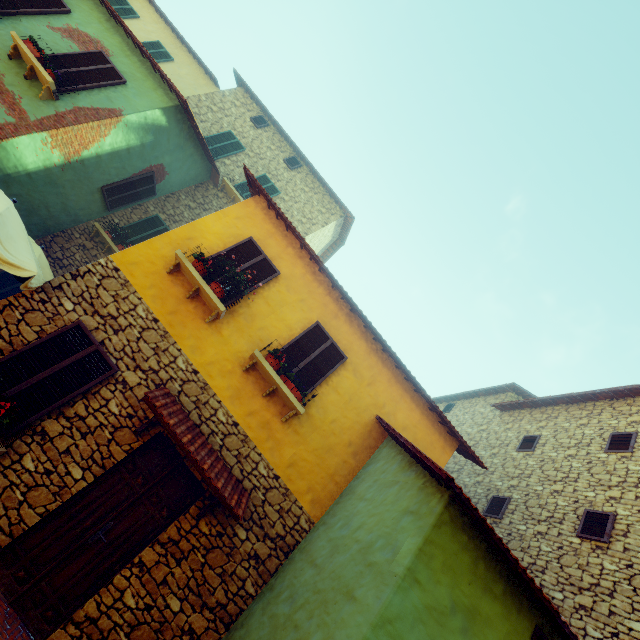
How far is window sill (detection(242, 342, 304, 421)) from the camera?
6.15m

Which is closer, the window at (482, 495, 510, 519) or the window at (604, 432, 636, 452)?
the window at (604, 432, 636, 452)

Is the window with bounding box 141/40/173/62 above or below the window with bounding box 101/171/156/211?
above

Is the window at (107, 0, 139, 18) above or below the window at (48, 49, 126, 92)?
above

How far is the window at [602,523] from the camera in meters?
6.6

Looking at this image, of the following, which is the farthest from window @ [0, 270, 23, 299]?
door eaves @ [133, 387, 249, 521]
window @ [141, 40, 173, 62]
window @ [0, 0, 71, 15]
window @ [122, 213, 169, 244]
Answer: window @ [141, 40, 173, 62]

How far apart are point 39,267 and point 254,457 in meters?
5.1

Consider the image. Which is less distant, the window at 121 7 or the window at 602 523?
the window at 602 523
